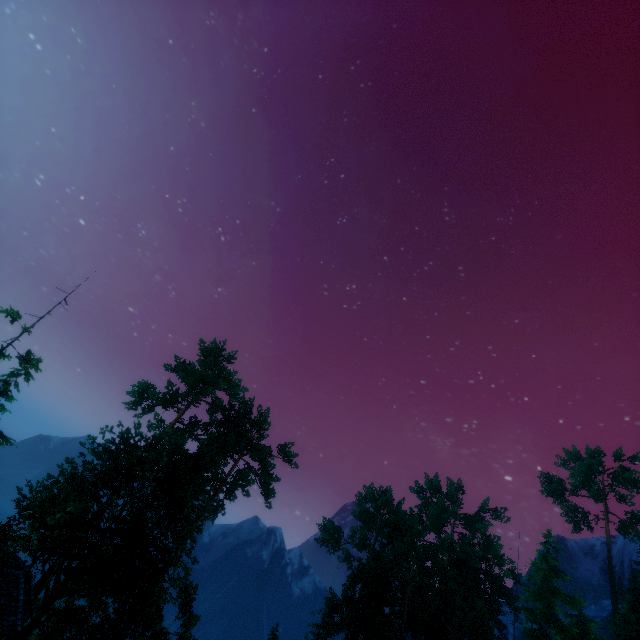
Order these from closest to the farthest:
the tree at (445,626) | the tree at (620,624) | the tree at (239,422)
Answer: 1. the tree at (239,422)
2. the tree at (445,626)
3. the tree at (620,624)

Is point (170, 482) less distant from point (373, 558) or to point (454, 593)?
point (373, 558)

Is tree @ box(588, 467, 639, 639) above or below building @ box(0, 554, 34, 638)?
above

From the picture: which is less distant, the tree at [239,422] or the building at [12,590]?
the building at [12,590]

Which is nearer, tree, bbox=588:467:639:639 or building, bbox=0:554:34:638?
building, bbox=0:554:34:638

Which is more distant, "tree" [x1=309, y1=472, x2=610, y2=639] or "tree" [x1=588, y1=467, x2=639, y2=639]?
"tree" [x1=588, y1=467, x2=639, y2=639]

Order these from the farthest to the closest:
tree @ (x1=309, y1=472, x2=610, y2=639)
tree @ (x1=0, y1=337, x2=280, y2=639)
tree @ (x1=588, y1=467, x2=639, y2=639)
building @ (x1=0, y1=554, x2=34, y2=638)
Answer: →
tree @ (x1=588, y1=467, x2=639, y2=639)
tree @ (x1=309, y1=472, x2=610, y2=639)
tree @ (x1=0, y1=337, x2=280, y2=639)
building @ (x1=0, y1=554, x2=34, y2=638)
